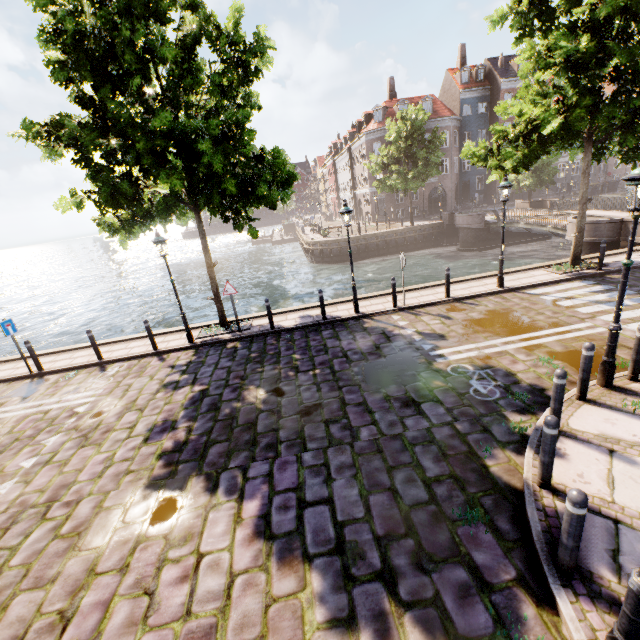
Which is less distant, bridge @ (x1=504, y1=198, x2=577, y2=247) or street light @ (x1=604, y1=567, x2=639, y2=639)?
street light @ (x1=604, y1=567, x2=639, y2=639)

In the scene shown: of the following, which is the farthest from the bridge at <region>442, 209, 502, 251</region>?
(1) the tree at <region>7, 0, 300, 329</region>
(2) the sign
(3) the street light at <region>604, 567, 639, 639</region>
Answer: (2) the sign

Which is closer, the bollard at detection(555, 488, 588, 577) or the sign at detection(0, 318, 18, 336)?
the bollard at detection(555, 488, 588, 577)

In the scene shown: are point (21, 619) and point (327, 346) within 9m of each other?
yes

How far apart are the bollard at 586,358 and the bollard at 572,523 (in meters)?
3.30

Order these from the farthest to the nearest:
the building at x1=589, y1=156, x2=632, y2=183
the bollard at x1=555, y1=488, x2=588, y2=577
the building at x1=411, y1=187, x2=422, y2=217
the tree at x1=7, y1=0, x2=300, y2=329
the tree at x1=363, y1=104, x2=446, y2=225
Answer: the building at x1=589, y1=156, x2=632, y2=183 → the building at x1=411, y1=187, x2=422, y2=217 → the tree at x1=363, y1=104, x2=446, y2=225 → the tree at x1=7, y1=0, x2=300, y2=329 → the bollard at x1=555, y1=488, x2=588, y2=577

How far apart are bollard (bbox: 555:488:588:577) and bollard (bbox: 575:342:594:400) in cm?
330

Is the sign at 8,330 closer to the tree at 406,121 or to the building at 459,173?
the tree at 406,121
